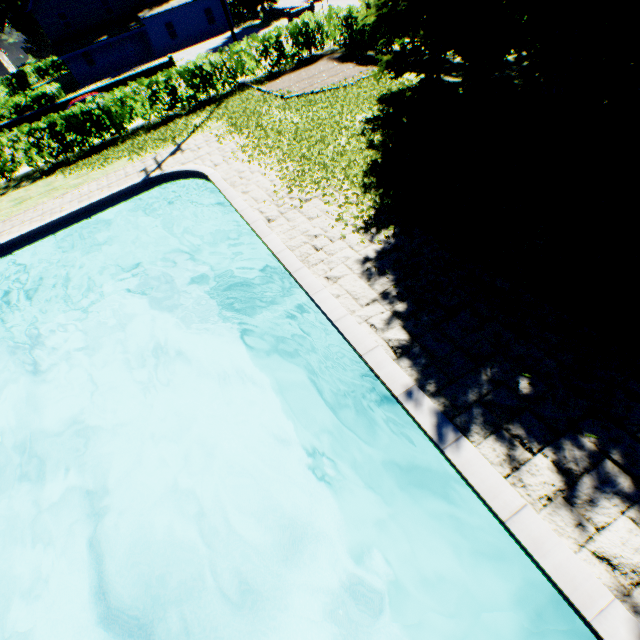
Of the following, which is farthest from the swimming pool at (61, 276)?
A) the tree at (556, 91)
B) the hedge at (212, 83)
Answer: the hedge at (212, 83)

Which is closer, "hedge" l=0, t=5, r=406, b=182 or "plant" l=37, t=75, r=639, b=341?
"plant" l=37, t=75, r=639, b=341

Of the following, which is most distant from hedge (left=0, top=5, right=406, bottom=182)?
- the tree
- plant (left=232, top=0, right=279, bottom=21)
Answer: plant (left=232, top=0, right=279, bottom=21)

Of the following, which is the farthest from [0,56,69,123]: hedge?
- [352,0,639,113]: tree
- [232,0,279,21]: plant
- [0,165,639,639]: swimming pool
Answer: [0,165,639,639]: swimming pool

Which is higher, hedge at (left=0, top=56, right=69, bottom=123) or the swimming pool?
hedge at (left=0, top=56, right=69, bottom=123)

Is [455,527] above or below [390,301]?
below

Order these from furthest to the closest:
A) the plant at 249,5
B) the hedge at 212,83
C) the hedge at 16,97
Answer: the plant at 249,5 → the hedge at 16,97 → the hedge at 212,83

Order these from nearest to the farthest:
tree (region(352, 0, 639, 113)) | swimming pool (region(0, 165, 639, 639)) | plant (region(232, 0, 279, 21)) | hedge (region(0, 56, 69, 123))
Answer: swimming pool (region(0, 165, 639, 639)) < tree (region(352, 0, 639, 113)) < hedge (region(0, 56, 69, 123)) < plant (region(232, 0, 279, 21))
